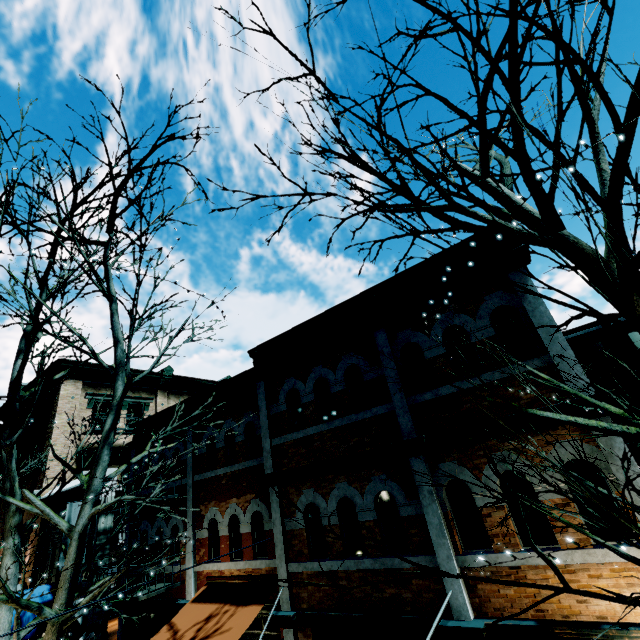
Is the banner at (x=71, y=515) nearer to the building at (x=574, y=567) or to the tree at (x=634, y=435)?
the building at (x=574, y=567)

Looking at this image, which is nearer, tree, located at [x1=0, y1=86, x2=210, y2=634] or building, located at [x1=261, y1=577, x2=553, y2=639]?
building, located at [x1=261, y1=577, x2=553, y2=639]

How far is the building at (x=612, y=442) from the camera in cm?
468

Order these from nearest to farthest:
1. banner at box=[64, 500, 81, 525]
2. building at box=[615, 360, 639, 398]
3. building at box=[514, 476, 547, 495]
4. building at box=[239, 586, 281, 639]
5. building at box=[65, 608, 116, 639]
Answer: building at box=[514, 476, 547, 495] < building at box=[239, 586, 281, 639] < building at box=[65, 608, 116, 639] < banner at box=[64, 500, 81, 525] < building at box=[615, 360, 639, 398]

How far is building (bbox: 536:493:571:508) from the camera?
5.0 meters

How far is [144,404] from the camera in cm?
2006

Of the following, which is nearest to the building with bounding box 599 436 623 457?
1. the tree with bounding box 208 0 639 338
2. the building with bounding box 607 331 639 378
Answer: the building with bounding box 607 331 639 378

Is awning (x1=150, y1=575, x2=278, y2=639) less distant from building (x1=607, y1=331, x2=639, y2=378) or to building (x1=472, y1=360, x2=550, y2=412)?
building (x1=472, y1=360, x2=550, y2=412)
